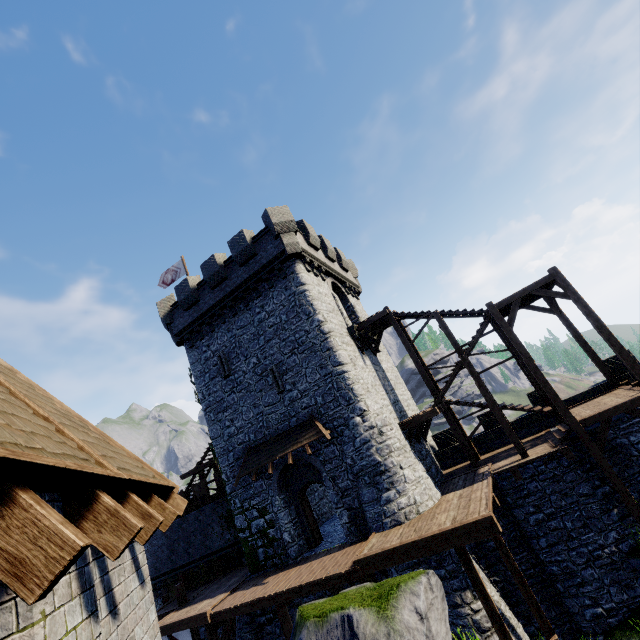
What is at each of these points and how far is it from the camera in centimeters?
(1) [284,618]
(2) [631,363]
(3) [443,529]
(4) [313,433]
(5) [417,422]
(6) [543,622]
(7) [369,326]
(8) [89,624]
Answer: (1) wooden post, 1235cm
(2) wooden post, 1268cm
(3) walkway, 1038cm
(4) awning, 1548cm
(5) wooden platform, 1517cm
(6) wooden post, 1054cm
(7) wooden platform, 1886cm
(8) building, 267cm

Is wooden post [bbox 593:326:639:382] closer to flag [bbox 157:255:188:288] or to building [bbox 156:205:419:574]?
building [bbox 156:205:419:574]

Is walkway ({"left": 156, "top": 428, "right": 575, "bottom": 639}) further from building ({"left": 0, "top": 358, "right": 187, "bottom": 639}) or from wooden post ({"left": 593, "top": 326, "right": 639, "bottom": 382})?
building ({"left": 0, "top": 358, "right": 187, "bottom": 639})

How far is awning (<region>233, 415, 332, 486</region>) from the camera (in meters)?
15.40

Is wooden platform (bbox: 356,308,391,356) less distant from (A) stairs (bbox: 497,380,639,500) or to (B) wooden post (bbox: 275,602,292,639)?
(A) stairs (bbox: 497,380,639,500)

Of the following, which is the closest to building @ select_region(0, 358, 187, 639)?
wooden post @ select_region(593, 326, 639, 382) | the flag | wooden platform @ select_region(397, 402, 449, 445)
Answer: wooden platform @ select_region(397, 402, 449, 445)

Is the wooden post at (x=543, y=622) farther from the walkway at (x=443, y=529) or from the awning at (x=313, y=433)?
the awning at (x=313, y=433)

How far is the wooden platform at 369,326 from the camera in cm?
1867
